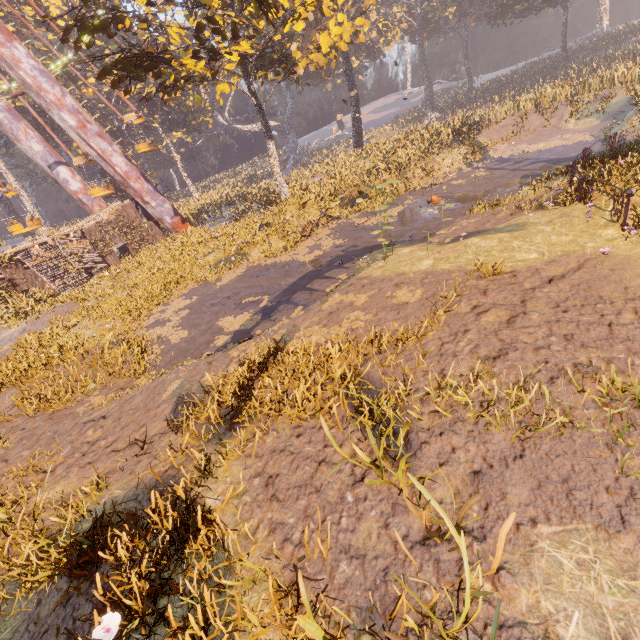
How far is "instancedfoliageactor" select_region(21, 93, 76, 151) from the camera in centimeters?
3862cm

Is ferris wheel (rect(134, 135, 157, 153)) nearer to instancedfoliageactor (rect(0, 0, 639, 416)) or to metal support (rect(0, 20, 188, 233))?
metal support (rect(0, 20, 188, 233))

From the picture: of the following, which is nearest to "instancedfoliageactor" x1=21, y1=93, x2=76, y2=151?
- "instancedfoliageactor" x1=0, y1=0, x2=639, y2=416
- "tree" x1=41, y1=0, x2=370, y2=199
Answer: "tree" x1=41, y1=0, x2=370, y2=199

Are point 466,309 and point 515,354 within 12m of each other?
yes

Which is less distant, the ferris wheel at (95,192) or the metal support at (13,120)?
the metal support at (13,120)

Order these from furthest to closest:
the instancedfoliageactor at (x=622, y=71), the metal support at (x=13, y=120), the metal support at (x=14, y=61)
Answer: the metal support at (x=13, y=120)
the metal support at (x=14, y=61)
the instancedfoliageactor at (x=622, y=71)

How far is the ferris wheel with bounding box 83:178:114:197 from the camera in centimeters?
2272cm

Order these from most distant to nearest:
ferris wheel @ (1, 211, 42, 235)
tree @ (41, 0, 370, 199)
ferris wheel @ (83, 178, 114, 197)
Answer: ferris wheel @ (83, 178, 114, 197) → ferris wheel @ (1, 211, 42, 235) → tree @ (41, 0, 370, 199)
